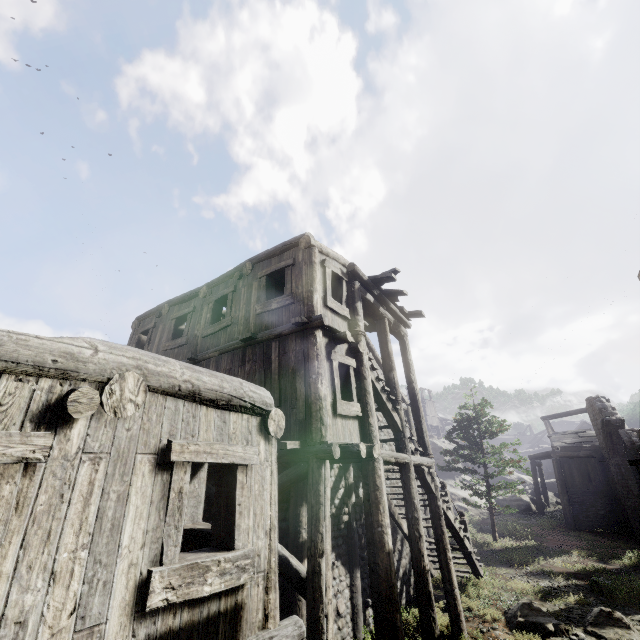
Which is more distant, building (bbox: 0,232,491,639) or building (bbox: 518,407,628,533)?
building (bbox: 518,407,628,533)

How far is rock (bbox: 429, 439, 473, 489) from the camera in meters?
33.6

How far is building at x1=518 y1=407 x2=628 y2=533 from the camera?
21.7 meters

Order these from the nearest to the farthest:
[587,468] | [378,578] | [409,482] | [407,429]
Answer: [378,578], [409,482], [407,429], [587,468]

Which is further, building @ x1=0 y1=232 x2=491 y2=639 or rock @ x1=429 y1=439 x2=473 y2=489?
rock @ x1=429 y1=439 x2=473 y2=489

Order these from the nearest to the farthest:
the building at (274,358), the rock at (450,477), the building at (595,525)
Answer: the building at (274,358) → the building at (595,525) → the rock at (450,477)

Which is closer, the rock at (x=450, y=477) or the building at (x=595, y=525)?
the building at (x=595, y=525)

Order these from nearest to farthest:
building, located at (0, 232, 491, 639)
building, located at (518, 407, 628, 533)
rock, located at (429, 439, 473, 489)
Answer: building, located at (0, 232, 491, 639) < building, located at (518, 407, 628, 533) < rock, located at (429, 439, 473, 489)
